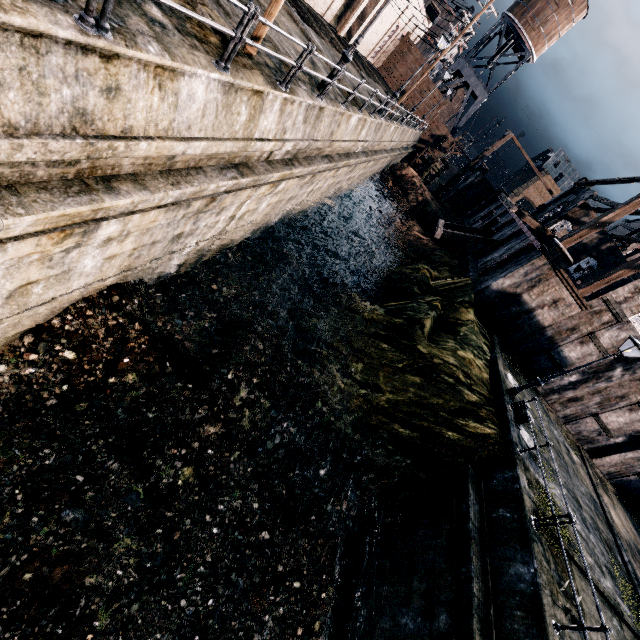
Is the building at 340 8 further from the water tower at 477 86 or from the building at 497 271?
the building at 497 271

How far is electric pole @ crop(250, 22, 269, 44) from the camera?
8.06m

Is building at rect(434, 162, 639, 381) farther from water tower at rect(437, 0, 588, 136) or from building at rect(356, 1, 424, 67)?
building at rect(356, 1, 424, 67)

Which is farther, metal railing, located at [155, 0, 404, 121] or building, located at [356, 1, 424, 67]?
building, located at [356, 1, 424, 67]

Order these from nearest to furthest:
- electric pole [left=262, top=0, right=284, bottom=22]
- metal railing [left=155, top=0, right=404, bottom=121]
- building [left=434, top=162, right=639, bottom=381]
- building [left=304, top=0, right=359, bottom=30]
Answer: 1. metal railing [left=155, top=0, right=404, bottom=121]
2. electric pole [left=262, top=0, right=284, bottom=22]
3. building [left=434, top=162, right=639, bottom=381]
4. building [left=304, top=0, right=359, bottom=30]

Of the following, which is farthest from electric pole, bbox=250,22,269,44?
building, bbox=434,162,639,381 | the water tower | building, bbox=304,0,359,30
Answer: the water tower

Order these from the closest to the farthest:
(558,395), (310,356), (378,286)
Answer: (310,356)
(558,395)
(378,286)

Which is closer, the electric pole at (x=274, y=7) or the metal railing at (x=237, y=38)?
the metal railing at (x=237, y=38)
